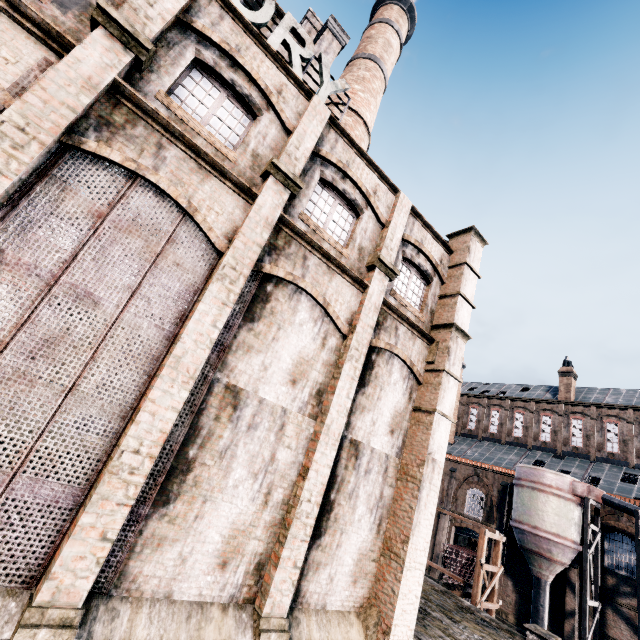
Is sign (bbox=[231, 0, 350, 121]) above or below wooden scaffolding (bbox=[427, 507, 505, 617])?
above

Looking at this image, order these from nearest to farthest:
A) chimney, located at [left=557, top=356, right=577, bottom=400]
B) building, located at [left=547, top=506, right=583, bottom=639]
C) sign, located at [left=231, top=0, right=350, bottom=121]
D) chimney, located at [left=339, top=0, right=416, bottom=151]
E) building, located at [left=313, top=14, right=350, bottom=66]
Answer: sign, located at [left=231, top=0, right=350, bottom=121], building, located at [left=313, top=14, right=350, bottom=66], chimney, located at [left=339, top=0, right=416, bottom=151], building, located at [left=547, top=506, right=583, bottom=639], chimney, located at [left=557, top=356, right=577, bottom=400]

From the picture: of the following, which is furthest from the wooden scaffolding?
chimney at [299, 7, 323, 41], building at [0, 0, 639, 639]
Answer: chimney at [299, 7, 323, 41]

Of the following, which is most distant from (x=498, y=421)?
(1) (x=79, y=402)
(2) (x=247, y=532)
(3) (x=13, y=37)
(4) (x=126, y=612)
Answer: (3) (x=13, y=37)

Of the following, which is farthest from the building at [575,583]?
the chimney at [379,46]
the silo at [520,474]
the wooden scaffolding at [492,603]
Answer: the wooden scaffolding at [492,603]

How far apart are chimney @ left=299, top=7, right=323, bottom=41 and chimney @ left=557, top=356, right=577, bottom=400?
43.5 meters

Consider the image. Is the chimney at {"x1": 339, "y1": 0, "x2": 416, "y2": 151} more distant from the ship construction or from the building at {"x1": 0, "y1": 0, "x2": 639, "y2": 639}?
the ship construction

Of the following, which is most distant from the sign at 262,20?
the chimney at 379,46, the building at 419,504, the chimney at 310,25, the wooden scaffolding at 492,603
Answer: the wooden scaffolding at 492,603
